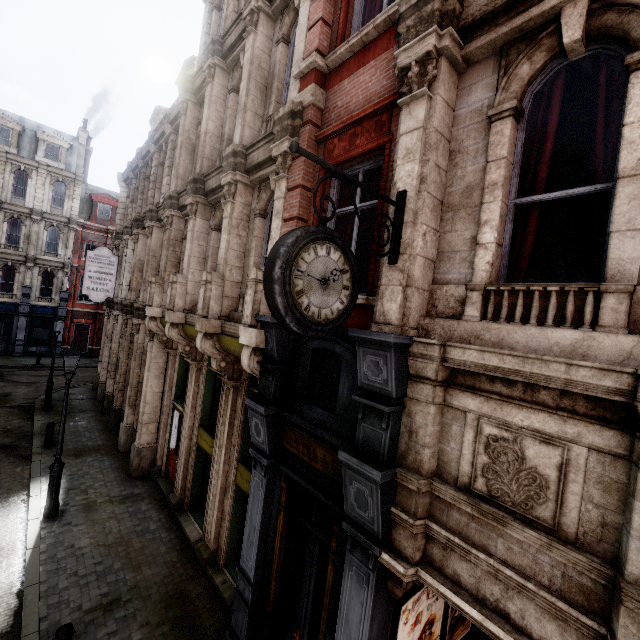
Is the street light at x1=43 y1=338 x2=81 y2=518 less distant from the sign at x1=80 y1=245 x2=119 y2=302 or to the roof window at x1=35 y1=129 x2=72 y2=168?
the sign at x1=80 y1=245 x2=119 y2=302

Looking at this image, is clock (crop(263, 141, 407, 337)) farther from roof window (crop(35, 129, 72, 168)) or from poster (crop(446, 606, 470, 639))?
roof window (crop(35, 129, 72, 168))

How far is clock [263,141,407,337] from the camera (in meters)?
2.67

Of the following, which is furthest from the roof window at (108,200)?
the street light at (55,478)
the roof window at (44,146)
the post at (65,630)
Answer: the post at (65,630)

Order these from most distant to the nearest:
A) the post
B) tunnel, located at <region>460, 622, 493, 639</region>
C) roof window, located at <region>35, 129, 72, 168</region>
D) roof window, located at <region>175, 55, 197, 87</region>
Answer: roof window, located at <region>35, 129, 72, 168</region>
roof window, located at <region>175, 55, 197, 87</region>
tunnel, located at <region>460, 622, 493, 639</region>
the post

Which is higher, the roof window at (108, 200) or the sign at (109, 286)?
the roof window at (108, 200)

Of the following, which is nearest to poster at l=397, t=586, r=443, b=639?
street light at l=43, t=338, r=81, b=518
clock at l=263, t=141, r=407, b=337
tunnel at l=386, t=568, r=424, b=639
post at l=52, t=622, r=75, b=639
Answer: tunnel at l=386, t=568, r=424, b=639

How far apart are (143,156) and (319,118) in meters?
15.1 m
